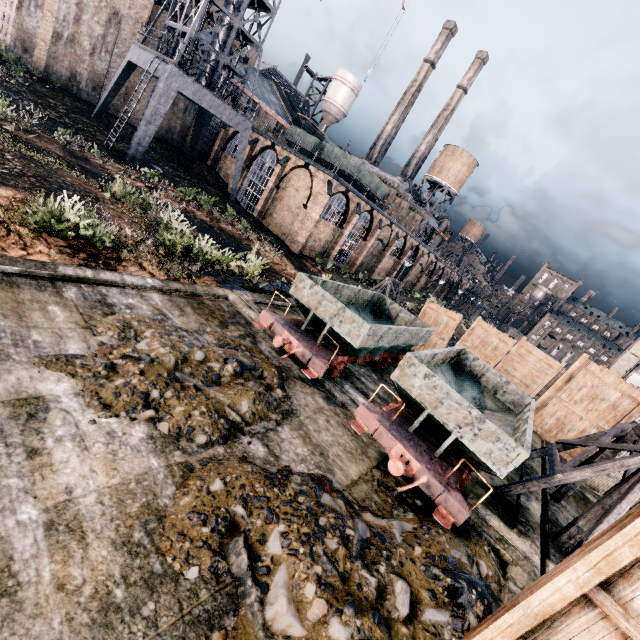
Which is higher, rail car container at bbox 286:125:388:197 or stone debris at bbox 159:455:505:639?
rail car container at bbox 286:125:388:197

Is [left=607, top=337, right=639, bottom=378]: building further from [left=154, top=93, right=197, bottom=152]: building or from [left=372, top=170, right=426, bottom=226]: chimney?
[left=372, top=170, right=426, bottom=226]: chimney

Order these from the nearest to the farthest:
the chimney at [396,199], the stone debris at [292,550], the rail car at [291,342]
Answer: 1. the stone debris at [292,550]
2. the rail car at [291,342]
3. the chimney at [396,199]

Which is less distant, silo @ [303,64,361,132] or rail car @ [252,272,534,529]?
rail car @ [252,272,534,529]

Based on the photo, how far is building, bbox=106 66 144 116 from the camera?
32.3 meters

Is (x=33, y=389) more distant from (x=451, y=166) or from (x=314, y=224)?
(x=451, y=166)

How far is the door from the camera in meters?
13.0 m

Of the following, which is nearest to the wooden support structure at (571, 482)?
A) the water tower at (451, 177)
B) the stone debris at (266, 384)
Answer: the stone debris at (266, 384)
